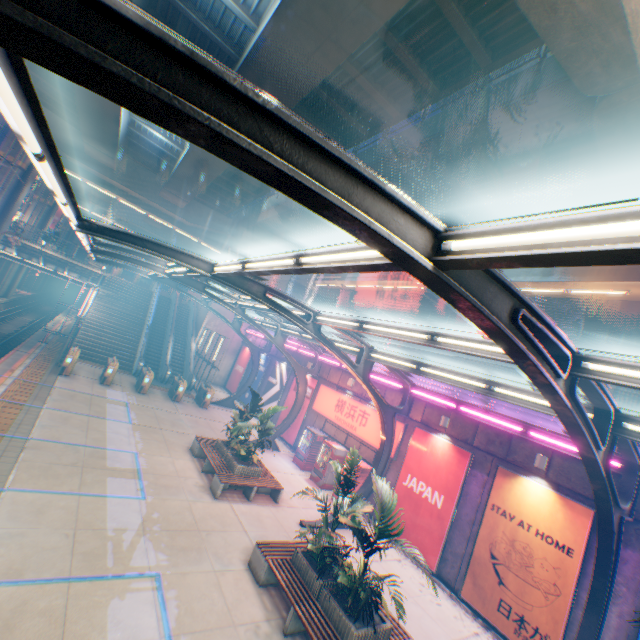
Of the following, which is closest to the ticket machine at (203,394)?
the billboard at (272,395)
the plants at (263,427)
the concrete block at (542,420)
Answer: the billboard at (272,395)

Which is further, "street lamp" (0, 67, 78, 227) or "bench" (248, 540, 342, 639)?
"bench" (248, 540, 342, 639)

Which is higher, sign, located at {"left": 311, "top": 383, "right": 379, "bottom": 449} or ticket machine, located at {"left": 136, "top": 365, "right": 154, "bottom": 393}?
sign, located at {"left": 311, "top": 383, "right": 379, "bottom": 449}

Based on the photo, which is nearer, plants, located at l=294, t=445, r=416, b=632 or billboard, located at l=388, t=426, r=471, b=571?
plants, located at l=294, t=445, r=416, b=632

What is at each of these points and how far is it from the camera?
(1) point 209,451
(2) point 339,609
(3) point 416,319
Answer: (1) bench, 13.1 meters
(2) flower bed, 6.8 meters
(3) building, 44.5 meters

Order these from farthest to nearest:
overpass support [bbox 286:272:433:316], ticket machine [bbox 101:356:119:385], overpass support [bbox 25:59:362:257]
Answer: overpass support [bbox 286:272:433:316] → overpass support [bbox 25:59:362:257] → ticket machine [bbox 101:356:119:385]

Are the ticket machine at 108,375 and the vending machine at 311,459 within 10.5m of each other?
no

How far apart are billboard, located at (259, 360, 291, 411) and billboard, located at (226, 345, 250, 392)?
4.50m
